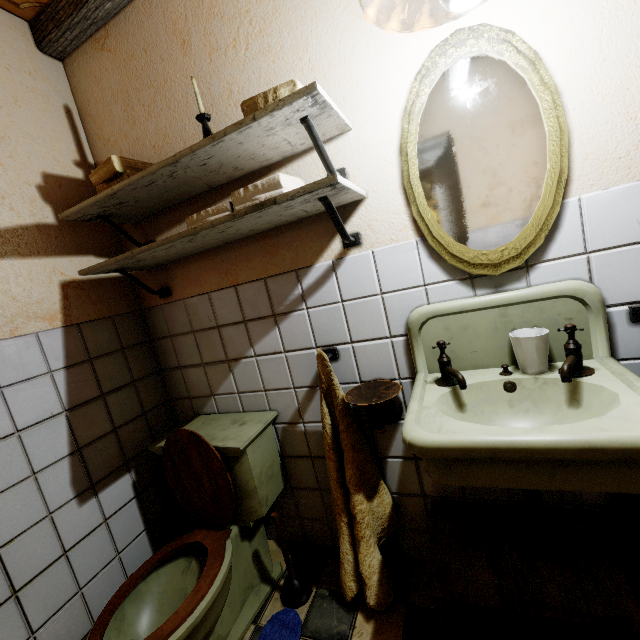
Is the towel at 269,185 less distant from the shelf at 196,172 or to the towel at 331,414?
the shelf at 196,172

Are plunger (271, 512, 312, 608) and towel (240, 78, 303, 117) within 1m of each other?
no

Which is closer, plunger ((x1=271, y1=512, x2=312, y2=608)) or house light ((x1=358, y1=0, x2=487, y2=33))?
house light ((x1=358, y1=0, x2=487, y2=33))

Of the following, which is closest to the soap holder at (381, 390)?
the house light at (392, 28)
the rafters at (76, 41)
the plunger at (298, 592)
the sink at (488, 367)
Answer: the sink at (488, 367)

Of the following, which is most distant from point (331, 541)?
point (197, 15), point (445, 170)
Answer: point (197, 15)

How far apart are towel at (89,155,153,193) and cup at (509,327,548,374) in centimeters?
158cm

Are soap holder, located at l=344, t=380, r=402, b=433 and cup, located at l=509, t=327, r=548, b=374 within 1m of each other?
yes

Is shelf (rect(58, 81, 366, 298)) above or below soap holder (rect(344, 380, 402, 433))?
above
